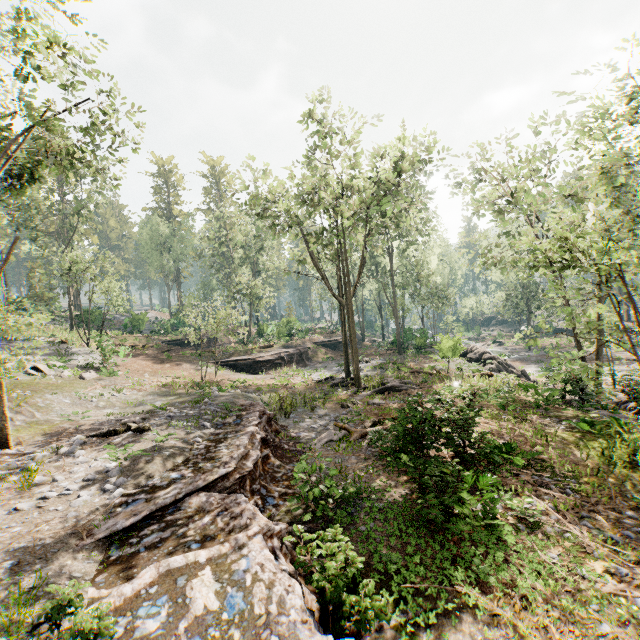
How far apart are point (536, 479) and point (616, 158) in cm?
1551

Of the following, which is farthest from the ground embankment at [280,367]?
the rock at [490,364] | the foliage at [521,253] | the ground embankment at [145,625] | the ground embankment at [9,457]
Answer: the ground embankment at [9,457]

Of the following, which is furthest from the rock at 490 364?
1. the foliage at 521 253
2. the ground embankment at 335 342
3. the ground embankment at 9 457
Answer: the ground embankment at 9 457

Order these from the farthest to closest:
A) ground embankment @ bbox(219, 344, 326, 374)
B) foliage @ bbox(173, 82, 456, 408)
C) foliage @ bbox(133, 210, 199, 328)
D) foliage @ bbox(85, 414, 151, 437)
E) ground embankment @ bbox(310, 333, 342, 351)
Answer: foliage @ bbox(133, 210, 199, 328), ground embankment @ bbox(310, 333, 342, 351), ground embankment @ bbox(219, 344, 326, 374), foliage @ bbox(173, 82, 456, 408), foliage @ bbox(85, 414, 151, 437)

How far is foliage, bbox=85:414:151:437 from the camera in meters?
11.9 m

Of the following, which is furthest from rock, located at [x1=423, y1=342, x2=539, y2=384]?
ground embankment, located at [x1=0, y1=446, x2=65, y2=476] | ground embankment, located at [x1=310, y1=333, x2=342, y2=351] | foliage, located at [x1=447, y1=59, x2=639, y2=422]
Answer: ground embankment, located at [x1=0, y1=446, x2=65, y2=476]

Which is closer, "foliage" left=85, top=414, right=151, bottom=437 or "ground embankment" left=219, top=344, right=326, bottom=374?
"foliage" left=85, top=414, right=151, bottom=437

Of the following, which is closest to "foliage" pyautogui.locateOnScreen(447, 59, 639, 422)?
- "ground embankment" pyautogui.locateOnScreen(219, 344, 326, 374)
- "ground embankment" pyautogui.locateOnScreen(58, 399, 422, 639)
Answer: "ground embankment" pyautogui.locateOnScreen(58, 399, 422, 639)
